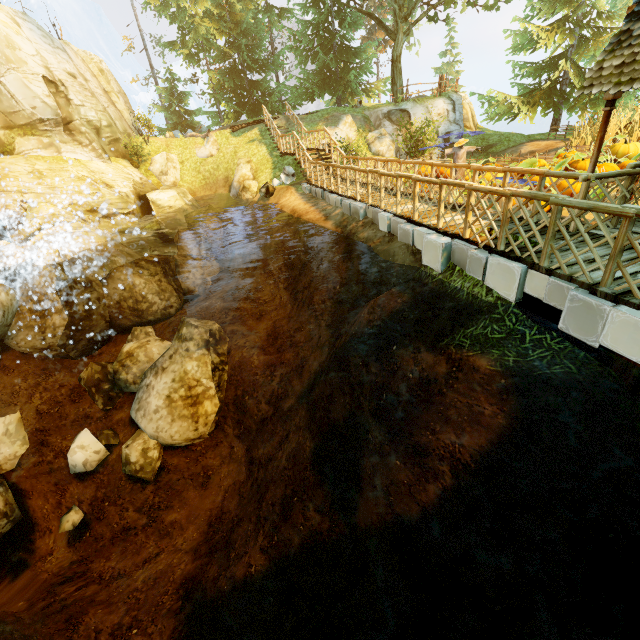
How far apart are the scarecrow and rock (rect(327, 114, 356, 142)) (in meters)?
8.00

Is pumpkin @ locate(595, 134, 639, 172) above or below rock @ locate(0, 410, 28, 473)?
above

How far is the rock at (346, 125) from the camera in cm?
1948

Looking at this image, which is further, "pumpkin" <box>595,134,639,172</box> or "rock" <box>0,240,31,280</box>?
"rock" <box>0,240,31,280</box>

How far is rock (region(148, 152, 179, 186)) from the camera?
20.6m

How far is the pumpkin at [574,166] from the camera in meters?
11.8 m

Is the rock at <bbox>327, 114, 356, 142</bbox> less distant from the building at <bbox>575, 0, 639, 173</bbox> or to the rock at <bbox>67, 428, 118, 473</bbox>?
the rock at <bbox>67, 428, 118, 473</bbox>

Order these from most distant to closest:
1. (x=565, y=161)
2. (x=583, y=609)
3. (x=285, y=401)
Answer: (x=565, y=161), (x=285, y=401), (x=583, y=609)
